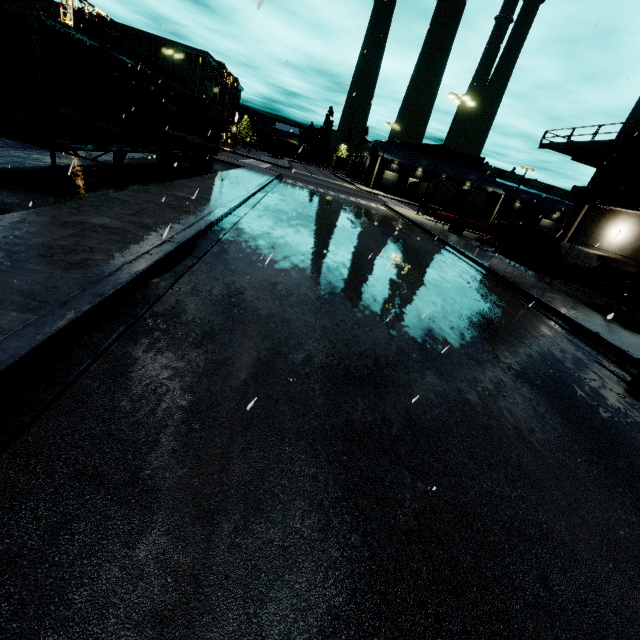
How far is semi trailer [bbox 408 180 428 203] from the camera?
53.4m

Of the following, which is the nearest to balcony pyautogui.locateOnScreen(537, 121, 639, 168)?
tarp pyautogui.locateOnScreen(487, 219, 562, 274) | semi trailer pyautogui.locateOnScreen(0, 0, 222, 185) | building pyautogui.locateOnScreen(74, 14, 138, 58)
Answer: building pyautogui.locateOnScreen(74, 14, 138, 58)

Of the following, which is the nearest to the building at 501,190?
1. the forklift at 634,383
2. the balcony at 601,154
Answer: the balcony at 601,154

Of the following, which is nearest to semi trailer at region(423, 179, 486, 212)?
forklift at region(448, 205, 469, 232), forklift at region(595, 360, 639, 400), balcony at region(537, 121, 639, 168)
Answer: balcony at region(537, 121, 639, 168)

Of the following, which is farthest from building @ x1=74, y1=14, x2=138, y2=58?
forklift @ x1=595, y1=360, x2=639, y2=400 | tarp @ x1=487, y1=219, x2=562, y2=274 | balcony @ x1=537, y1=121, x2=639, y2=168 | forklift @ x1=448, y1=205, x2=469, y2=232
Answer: forklift @ x1=448, y1=205, x2=469, y2=232

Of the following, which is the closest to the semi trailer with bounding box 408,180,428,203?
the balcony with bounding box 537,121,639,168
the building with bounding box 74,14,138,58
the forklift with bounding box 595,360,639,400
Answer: the building with bounding box 74,14,138,58

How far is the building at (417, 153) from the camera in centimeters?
5514cm

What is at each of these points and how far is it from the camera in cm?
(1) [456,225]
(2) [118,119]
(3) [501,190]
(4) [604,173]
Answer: (1) forklift, 2562
(2) semi trailer, 1071
(3) building, 5822
(4) building, 2241
